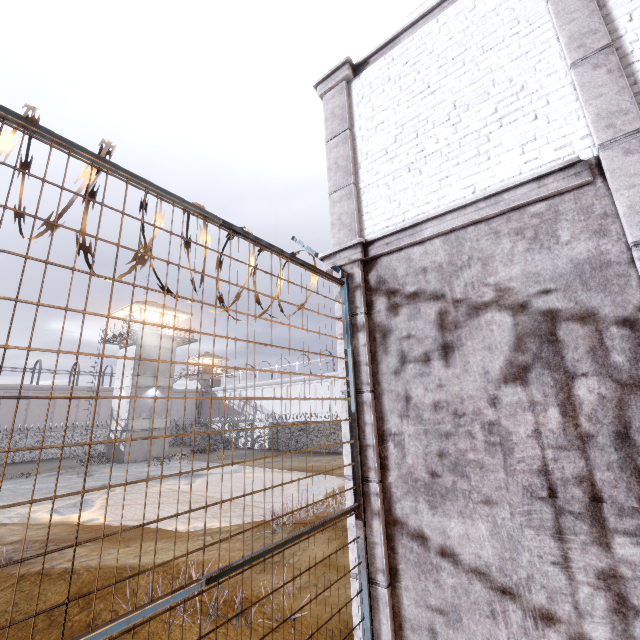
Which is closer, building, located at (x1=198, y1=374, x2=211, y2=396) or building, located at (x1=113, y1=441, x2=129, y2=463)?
building, located at (x1=113, y1=441, x2=129, y2=463)

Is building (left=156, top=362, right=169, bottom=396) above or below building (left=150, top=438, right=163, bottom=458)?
above

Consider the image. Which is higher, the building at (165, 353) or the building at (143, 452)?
the building at (165, 353)

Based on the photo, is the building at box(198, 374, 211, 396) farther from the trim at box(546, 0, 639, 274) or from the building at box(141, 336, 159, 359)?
the trim at box(546, 0, 639, 274)

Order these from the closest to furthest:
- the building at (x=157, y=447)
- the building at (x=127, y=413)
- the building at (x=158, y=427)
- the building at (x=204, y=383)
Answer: the building at (x=127, y=413) → the building at (x=157, y=447) → the building at (x=158, y=427) → the building at (x=204, y=383)

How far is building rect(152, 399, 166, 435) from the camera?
31.12m

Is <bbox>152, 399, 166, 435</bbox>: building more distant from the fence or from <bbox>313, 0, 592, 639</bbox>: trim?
<bbox>313, 0, 592, 639</bbox>: trim

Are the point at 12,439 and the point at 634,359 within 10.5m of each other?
no
